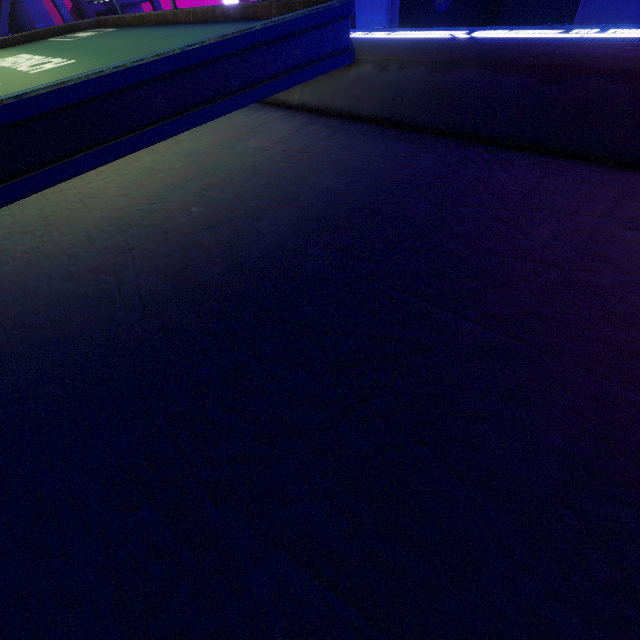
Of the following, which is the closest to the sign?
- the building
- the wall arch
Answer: the wall arch

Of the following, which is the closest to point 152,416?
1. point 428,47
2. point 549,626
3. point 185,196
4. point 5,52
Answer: point 549,626

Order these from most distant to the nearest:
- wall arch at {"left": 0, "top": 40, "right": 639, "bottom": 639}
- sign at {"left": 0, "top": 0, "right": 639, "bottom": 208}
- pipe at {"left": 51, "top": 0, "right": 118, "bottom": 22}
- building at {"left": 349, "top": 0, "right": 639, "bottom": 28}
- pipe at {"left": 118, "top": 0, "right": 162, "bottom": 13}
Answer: building at {"left": 349, "top": 0, "right": 639, "bottom": 28}
pipe at {"left": 118, "top": 0, "right": 162, "bottom": 13}
pipe at {"left": 51, "top": 0, "right": 118, "bottom": 22}
sign at {"left": 0, "top": 0, "right": 639, "bottom": 208}
wall arch at {"left": 0, "top": 40, "right": 639, "bottom": 639}

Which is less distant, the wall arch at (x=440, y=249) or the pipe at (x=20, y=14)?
the wall arch at (x=440, y=249)

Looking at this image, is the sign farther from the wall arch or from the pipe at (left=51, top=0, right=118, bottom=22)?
the pipe at (left=51, top=0, right=118, bottom=22)

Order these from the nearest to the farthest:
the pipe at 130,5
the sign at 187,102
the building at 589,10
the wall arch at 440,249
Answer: the wall arch at 440,249
the sign at 187,102
the pipe at 130,5
the building at 589,10

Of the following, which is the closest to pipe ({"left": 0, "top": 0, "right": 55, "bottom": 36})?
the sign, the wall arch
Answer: the wall arch
